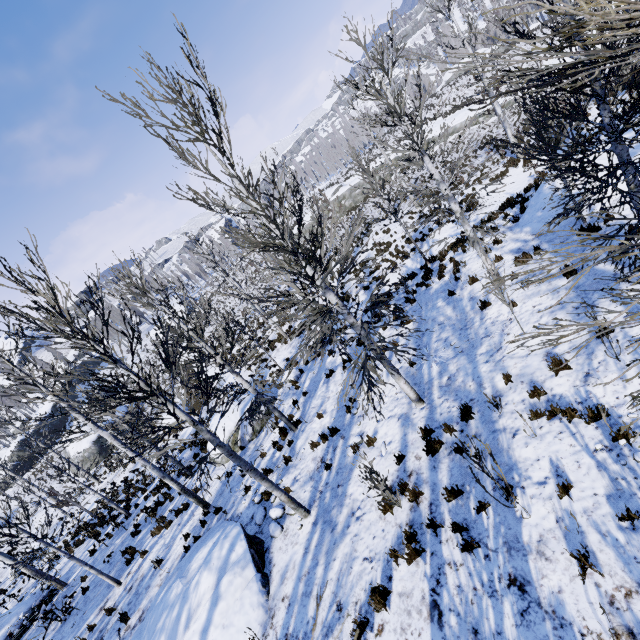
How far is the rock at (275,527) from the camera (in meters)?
8.03

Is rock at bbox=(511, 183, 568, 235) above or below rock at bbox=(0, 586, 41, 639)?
below

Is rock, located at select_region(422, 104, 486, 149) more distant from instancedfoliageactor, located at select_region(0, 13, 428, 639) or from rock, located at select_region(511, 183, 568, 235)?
instancedfoliageactor, located at select_region(0, 13, 428, 639)

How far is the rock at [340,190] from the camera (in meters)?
43.28

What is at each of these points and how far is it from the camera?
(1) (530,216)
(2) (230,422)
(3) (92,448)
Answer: (1) rock, 11.95m
(2) rock, 14.38m
(3) rock, 31.39m

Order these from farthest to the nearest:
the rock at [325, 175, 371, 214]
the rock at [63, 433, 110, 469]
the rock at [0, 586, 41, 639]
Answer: the rock at [325, 175, 371, 214] < the rock at [63, 433, 110, 469] < the rock at [0, 586, 41, 639]

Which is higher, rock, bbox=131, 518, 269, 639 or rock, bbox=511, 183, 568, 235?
rock, bbox=131, 518, 269, 639

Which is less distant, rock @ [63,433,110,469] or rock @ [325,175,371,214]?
rock @ [63,433,110,469]
